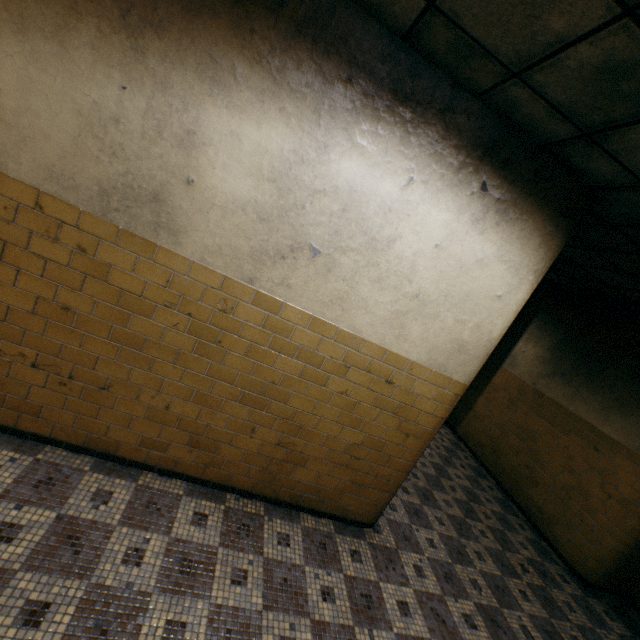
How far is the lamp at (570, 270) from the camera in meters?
A: 4.9

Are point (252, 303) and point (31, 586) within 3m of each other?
yes

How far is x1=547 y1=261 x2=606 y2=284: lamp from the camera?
4.9m
